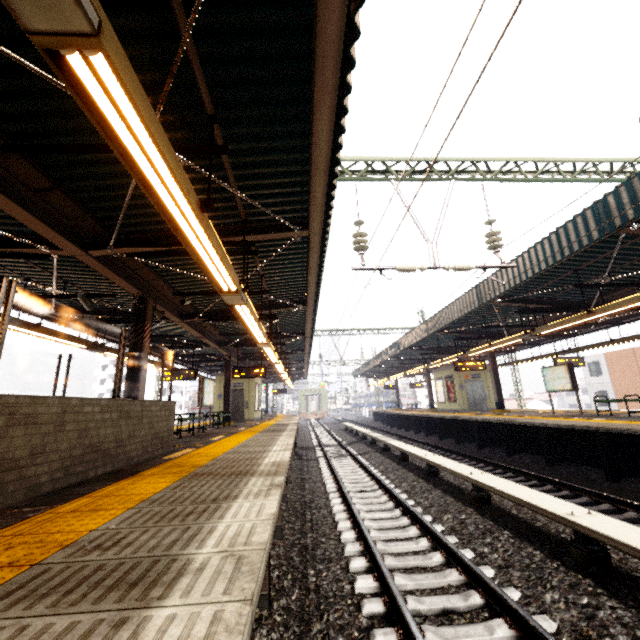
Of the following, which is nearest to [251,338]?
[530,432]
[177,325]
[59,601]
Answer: [177,325]

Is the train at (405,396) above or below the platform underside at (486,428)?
above

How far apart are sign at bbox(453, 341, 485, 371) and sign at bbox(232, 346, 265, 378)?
9.28m

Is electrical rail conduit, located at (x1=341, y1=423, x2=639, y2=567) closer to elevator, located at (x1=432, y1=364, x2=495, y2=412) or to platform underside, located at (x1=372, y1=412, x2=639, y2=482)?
platform underside, located at (x1=372, y1=412, x2=639, y2=482)

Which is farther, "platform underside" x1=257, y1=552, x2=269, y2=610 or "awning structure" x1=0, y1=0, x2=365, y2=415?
"platform underside" x1=257, y1=552, x2=269, y2=610

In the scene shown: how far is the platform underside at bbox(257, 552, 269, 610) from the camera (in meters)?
3.33

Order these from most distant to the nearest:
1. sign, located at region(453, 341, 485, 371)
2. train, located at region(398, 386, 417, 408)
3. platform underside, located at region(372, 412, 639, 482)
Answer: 1. train, located at region(398, 386, 417, 408)
2. sign, located at region(453, 341, 485, 371)
3. platform underside, located at region(372, 412, 639, 482)

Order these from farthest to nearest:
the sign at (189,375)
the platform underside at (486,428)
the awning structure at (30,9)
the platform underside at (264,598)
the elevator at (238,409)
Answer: the elevator at (238,409) < the sign at (189,375) < the platform underside at (486,428) < the platform underside at (264,598) < the awning structure at (30,9)
